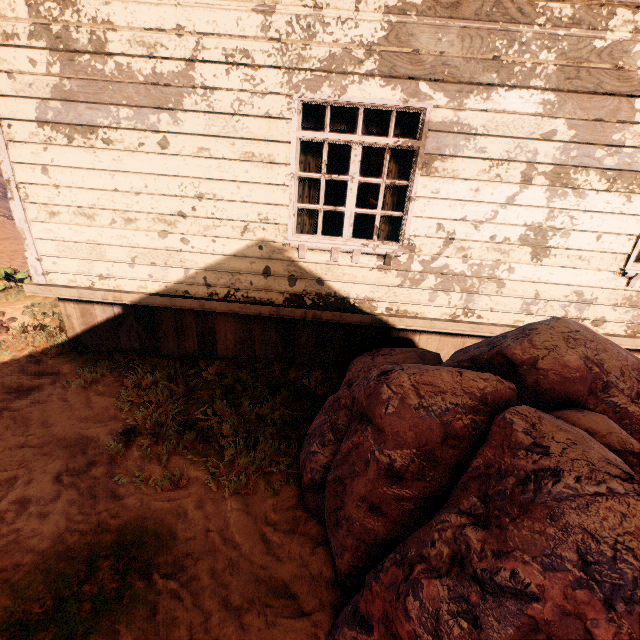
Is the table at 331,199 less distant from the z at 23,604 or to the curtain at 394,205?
the curtain at 394,205

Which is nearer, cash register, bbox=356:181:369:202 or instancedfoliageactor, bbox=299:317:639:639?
instancedfoliageactor, bbox=299:317:639:639

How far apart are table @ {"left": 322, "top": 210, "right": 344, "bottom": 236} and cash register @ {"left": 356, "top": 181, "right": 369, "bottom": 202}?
0.0m

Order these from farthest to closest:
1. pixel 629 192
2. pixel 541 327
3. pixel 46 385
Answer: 1. pixel 46 385
2. pixel 629 192
3. pixel 541 327

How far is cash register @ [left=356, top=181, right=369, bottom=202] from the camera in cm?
899

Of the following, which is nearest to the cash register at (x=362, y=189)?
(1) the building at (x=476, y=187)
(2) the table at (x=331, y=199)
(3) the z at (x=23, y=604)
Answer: (2) the table at (x=331, y=199)

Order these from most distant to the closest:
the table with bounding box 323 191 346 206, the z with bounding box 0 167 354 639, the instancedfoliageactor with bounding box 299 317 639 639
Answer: the table with bounding box 323 191 346 206 < the z with bounding box 0 167 354 639 < the instancedfoliageactor with bounding box 299 317 639 639

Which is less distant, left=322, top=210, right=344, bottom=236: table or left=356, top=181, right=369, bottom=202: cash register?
left=322, top=210, right=344, bottom=236: table
